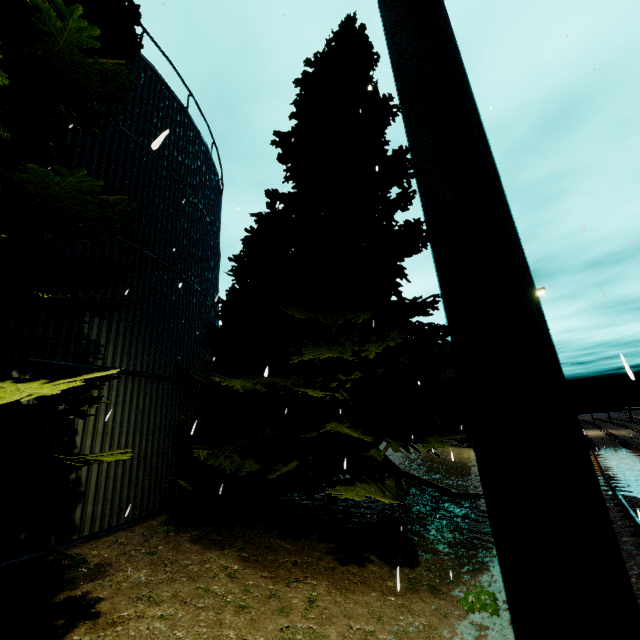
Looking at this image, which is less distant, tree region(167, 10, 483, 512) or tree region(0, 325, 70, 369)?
tree region(0, 325, 70, 369)

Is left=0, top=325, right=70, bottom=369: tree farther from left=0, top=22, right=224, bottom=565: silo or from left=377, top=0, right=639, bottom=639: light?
left=377, top=0, right=639, bottom=639: light

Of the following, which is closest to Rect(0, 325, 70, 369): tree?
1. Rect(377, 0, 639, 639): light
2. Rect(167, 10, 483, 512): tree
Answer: Rect(377, 0, 639, 639): light

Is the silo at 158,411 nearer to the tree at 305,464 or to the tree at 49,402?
the tree at 49,402

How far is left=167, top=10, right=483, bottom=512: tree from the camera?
6.83m

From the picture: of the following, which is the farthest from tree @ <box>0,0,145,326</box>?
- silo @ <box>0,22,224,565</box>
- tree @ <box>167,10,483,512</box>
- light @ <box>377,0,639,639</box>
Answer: tree @ <box>167,10,483,512</box>

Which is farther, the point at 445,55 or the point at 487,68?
the point at 487,68

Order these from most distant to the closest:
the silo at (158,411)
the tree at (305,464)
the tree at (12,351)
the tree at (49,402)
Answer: the tree at (305,464) < the silo at (158,411) < the tree at (12,351) < the tree at (49,402)
